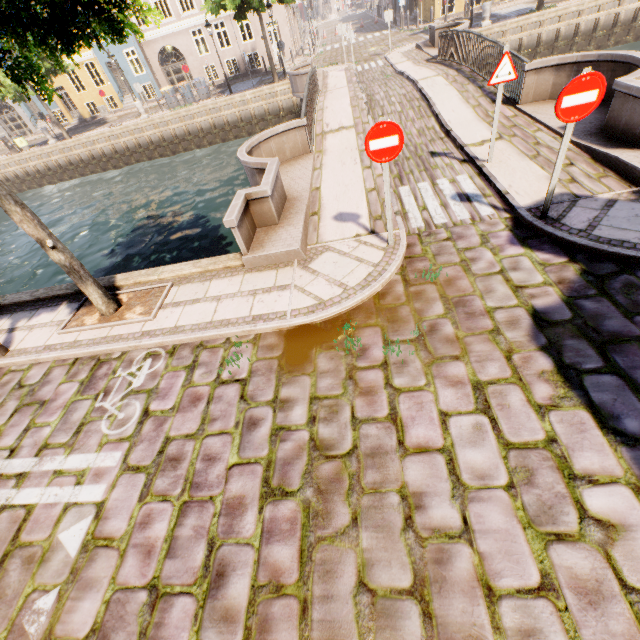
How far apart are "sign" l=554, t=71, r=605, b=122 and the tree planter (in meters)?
6.63

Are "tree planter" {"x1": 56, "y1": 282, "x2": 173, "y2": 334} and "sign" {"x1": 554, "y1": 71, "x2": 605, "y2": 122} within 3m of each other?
no

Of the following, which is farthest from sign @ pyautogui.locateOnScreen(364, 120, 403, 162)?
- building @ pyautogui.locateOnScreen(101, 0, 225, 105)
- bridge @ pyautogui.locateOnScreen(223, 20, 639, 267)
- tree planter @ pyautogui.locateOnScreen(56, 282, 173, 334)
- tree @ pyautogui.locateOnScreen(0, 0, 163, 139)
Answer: building @ pyautogui.locateOnScreen(101, 0, 225, 105)

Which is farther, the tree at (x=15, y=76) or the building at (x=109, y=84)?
the building at (x=109, y=84)

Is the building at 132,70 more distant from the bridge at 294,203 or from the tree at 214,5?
the bridge at 294,203

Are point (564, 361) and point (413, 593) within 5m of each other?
yes

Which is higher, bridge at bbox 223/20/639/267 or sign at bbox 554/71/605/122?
sign at bbox 554/71/605/122

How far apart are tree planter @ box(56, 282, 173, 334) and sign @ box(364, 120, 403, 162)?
4.3 meters
